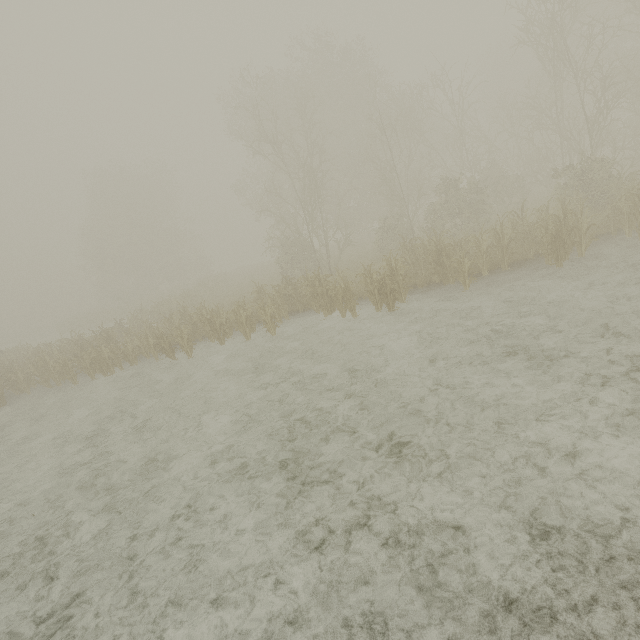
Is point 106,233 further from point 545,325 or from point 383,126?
point 545,325
